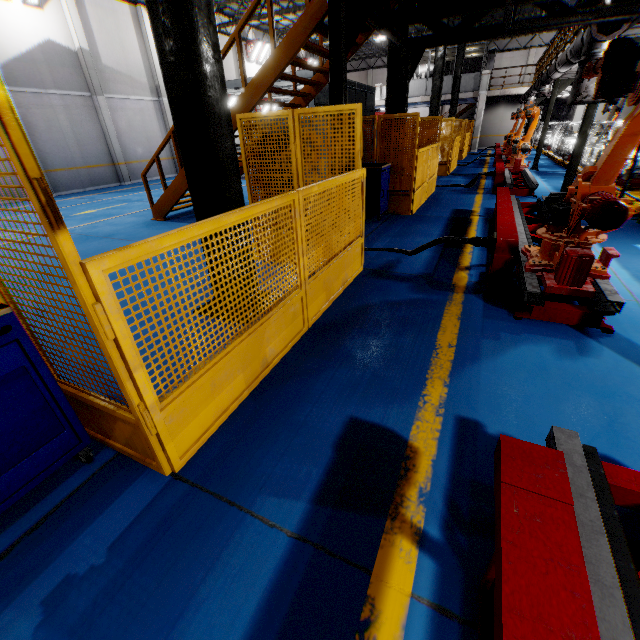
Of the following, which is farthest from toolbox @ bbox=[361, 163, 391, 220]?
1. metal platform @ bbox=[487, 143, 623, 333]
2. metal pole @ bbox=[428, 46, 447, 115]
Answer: metal pole @ bbox=[428, 46, 447, 115]

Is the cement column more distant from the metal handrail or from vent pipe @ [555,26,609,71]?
vent pipe @ [555,26,609,71]

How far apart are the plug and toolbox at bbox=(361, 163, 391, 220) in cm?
348

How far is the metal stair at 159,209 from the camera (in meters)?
7.88

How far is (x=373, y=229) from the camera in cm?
728

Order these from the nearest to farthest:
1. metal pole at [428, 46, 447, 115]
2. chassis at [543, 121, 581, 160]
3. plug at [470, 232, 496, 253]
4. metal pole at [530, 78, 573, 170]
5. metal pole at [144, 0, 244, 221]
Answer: metal pole at [144, 0, 244, 221] → plug at [470, 232, 496, 253] → metal pole at [530, 78, 573, 170] → metal pole at [428, 46, 447, 115] → chassis at [543, 121, 581, 160]

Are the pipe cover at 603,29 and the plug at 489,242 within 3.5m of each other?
no

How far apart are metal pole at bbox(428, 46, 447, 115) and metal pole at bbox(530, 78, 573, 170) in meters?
4.1
